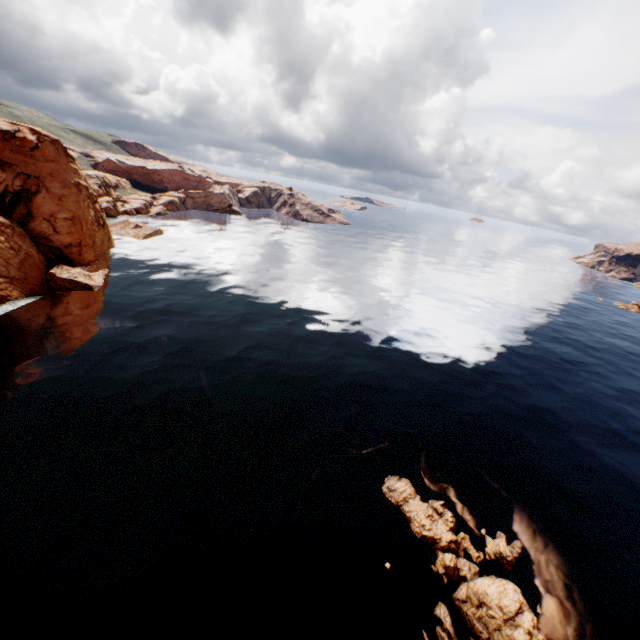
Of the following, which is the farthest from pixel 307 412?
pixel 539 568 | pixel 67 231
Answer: pixel 67 231

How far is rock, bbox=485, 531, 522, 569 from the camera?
20.8m

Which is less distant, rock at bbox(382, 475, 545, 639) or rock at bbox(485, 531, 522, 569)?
rock at bbox(382, 475, 545, 639)

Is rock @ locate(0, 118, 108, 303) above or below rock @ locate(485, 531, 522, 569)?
above

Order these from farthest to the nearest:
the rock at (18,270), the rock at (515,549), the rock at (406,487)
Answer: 1. the rock at (18,270)
2. the rock at (515,549)
3. the rock at (406,487)

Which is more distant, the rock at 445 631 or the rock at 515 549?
the rock at 515 549

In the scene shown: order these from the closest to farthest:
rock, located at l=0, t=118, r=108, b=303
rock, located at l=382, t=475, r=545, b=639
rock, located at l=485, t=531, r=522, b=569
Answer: rock, located at l=382, t=475, r=545, b=639 → rock, located at l=485, t=531, r=522, b=569 → rock, located at l=0, t=118, r=108, b=303
